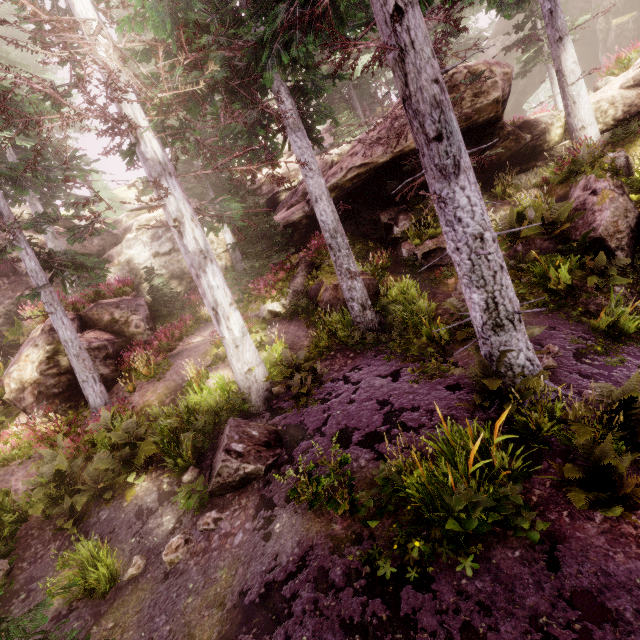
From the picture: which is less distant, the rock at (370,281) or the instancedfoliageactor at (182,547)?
the instancedfoliageactor at (182,547)

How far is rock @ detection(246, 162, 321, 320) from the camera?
15.16m

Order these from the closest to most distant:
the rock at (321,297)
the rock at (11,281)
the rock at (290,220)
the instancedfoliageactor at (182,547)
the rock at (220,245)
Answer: the instancedfoliageactor at (182,547) < the rock at (11,281) < the rock at (321,297) < the rock at (290,220) < the rock at (220,245)

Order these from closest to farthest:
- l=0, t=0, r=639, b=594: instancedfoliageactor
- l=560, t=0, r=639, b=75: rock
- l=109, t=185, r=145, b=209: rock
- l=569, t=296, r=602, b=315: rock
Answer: l=0, t=0, r=639, b=594: instancedfoliageactor → l=569, t=296, r=602, b=315: rock → l=560, t=0, r=639, b=75: rock → l=109, t=185, r=145, b=209: rock

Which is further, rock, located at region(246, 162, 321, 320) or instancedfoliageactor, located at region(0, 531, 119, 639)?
rock, located at region(246, 162, 321, 320)

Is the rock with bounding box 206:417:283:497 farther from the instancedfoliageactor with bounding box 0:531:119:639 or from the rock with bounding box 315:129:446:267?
the rock with bounding box 315:129:446:267

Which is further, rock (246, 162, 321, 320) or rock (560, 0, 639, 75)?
rock (560, 0, 639, 75)

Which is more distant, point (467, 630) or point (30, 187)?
point (30, 187)
